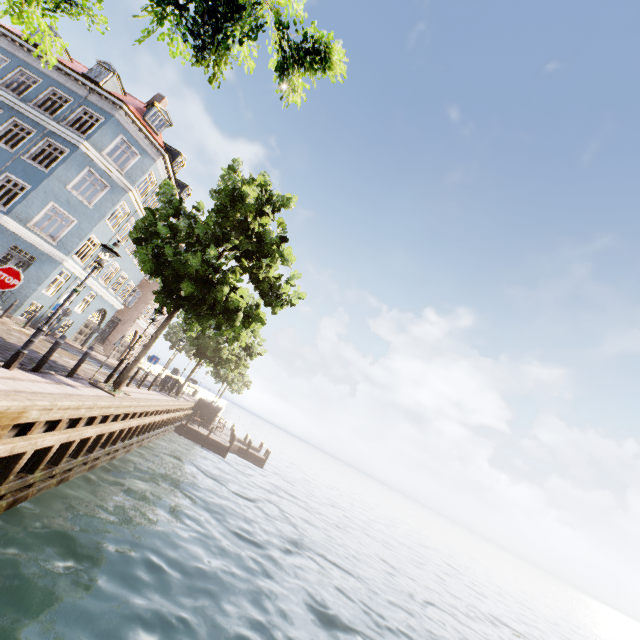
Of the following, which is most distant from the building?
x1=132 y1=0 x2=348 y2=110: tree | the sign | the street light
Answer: the street light

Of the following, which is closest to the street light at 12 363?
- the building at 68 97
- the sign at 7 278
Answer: the sign at 7 278

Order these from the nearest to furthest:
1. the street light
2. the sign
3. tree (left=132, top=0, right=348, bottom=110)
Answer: tree (left=132, top=0, right=348, bottom=110)
the sign
the street light

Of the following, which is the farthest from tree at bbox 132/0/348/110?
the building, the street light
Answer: the building

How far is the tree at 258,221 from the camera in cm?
1105

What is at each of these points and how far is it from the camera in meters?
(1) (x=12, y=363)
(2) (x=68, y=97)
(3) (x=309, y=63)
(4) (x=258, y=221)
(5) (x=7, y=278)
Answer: (1) street light, 7.3
(2) building, 19.3
(3) tree, 3.3
(4) tree, 13.1
(5) sign, 6.2
